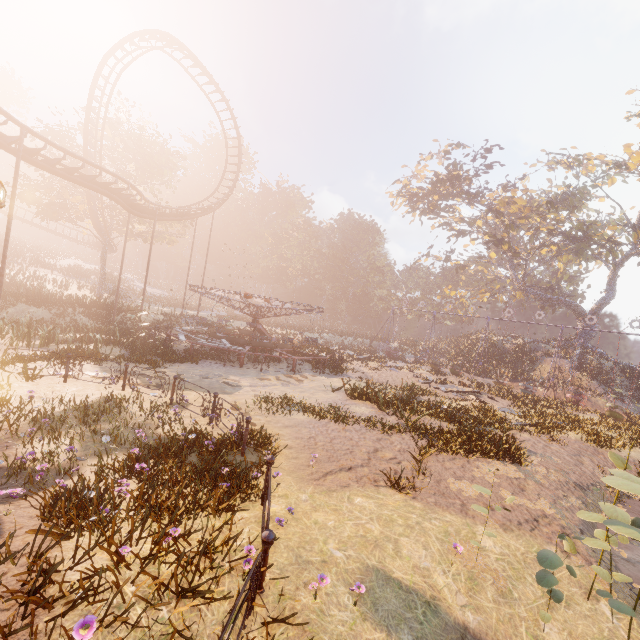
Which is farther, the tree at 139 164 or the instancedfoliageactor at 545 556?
the tree at 139 164

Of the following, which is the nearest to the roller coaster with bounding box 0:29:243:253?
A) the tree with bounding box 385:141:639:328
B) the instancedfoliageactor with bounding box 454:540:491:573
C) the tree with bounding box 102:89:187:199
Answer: the tree with bounding box 102:89:187:199

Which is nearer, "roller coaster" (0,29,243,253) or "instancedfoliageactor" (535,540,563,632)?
"instancedfoliageactor" (535,540,563,632)

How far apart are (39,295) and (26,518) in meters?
28.1 m

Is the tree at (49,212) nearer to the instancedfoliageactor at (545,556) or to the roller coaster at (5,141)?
the roller coaster at (5,141)

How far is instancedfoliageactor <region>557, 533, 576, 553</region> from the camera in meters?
4.1

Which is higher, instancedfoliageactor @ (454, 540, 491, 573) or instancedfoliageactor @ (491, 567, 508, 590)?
instancedfoliageactor @ (454, 540, 491, 573)

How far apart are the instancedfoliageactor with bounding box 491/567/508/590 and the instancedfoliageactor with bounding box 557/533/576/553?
1.35m
